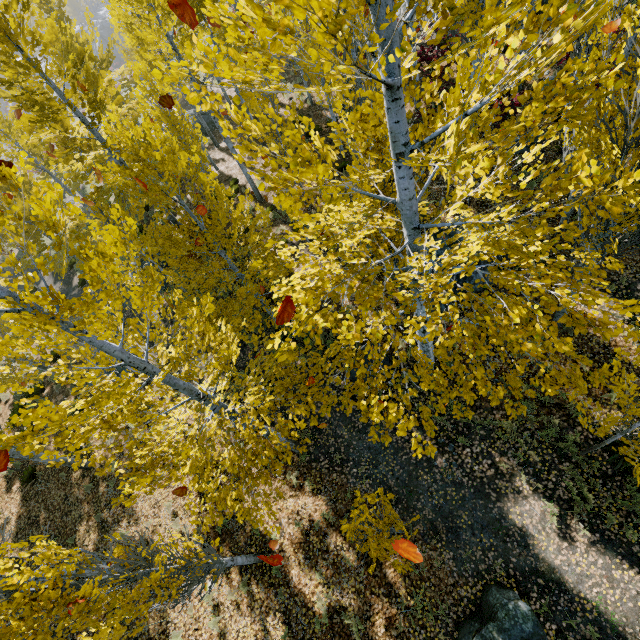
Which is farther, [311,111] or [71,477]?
[311,111]

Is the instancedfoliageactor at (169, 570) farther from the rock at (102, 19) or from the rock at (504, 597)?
the rock at (504, 597)

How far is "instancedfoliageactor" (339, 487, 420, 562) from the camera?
4.29m

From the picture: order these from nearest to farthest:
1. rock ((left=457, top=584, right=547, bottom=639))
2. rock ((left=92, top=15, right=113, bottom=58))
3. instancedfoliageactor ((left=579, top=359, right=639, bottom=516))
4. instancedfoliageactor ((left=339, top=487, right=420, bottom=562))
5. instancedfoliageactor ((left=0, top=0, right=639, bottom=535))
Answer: instancedfoliageactor ((left=0, top=0, right=639, bottom=535))
instancedfoliageactor ((left=339, top=487, right=420, bottom=562))
instancedfoliageactor ((left=579, top=359, right=639, bottom=516))
rock ((left=457, top=584, right=547, bottom=639))
rock ((left=92, top=15, right=113, bottom=58))

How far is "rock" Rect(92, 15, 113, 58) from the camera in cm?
5484

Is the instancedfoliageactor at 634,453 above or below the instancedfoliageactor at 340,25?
below

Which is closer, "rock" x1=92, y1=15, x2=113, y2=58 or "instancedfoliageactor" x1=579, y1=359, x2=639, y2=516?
"instancedfoliageactor" x1=579, y1=359, x2=639, y2=516
